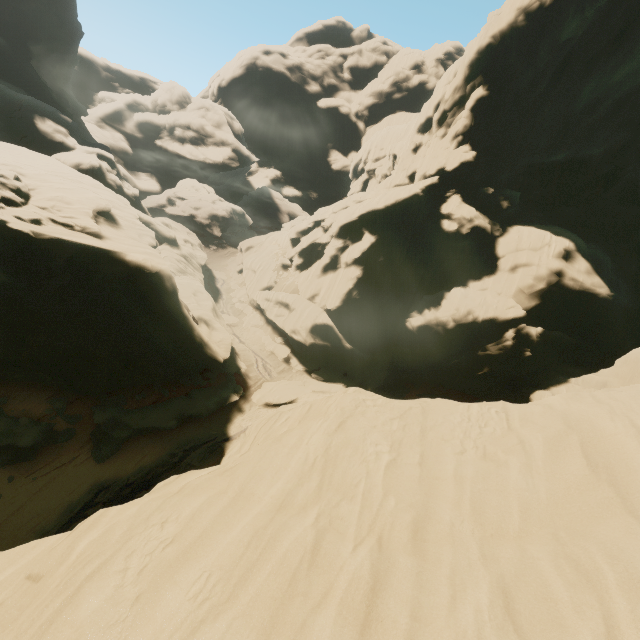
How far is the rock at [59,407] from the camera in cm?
1945

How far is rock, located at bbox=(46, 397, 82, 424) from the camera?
19.45m

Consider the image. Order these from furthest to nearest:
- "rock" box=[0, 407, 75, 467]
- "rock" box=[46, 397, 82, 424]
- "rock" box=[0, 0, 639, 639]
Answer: "rock" box=[46, 397, 82, 424]
"rock" box=[0, 407, 75, 467]
"rock" box=[0, 0, 639, 639]

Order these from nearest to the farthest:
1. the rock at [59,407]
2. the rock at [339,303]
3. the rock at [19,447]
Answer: the rock at [339,303] → the rock at [19,447] → the rock at [59,407]

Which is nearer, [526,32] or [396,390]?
[526,32]

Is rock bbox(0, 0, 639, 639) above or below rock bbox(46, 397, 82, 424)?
above

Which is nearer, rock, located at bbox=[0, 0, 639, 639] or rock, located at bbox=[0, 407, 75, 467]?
rock, located at bbox=[0, 0, 639, 639]
